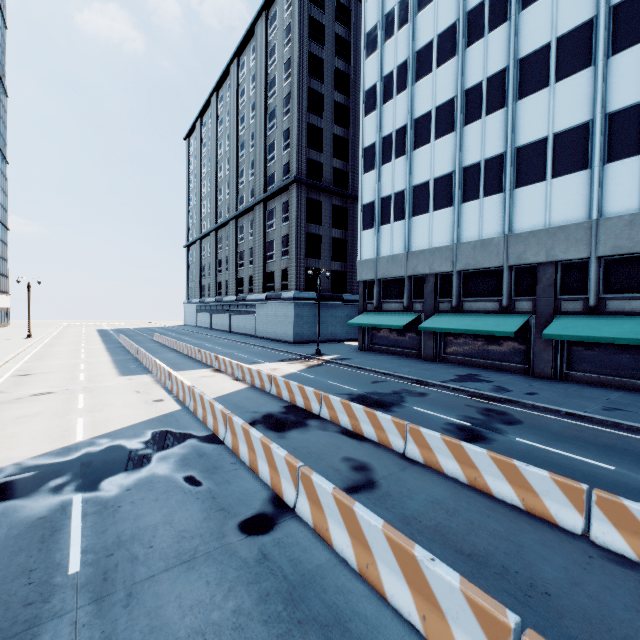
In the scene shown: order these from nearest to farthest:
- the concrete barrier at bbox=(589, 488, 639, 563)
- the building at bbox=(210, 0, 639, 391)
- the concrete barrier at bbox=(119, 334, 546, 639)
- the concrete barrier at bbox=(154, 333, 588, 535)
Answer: the concrete barrier at bbox=(119, 334, 546, 639), the concrete barrier at bbox=(589, 488, 639, 563), the concrete barrier at bbox=(154, 333, 588, 535), the building at bbox=(210, 0, 639, 391)

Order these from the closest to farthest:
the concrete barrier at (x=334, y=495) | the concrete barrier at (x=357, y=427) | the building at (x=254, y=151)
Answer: the concrete barrier at (x=334, y=495) < the concrete barrier at (x=357, y=427) < the building at (x=254, y=151)

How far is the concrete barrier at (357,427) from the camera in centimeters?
608cm

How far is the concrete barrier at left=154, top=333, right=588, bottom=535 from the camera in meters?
6.1

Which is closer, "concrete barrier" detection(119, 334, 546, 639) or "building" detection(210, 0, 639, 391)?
"concrete barrier" detection(119, 334, 546, 639)

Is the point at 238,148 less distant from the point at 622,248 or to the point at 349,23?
the point at 349,23

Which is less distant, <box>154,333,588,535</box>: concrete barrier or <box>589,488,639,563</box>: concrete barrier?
<box>589,488,639,563</box>: concrete barrier

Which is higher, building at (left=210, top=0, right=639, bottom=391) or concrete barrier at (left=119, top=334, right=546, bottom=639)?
building at (left=210, top=0, right=639, bottom=391)
